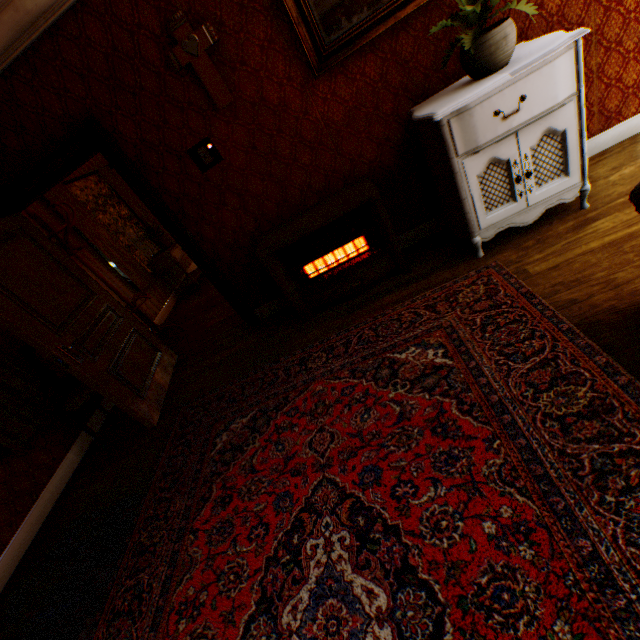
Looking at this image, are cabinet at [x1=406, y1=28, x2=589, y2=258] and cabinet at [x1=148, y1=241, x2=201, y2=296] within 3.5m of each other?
no

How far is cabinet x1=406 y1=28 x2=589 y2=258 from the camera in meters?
2.0

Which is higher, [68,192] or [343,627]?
[68,192]

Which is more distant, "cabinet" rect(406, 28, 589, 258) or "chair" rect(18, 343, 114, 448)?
"chair" rect(18, 343, 114, 448)

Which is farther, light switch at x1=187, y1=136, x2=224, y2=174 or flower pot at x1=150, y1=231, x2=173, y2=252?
flower pot at x1=150, y1=231, x2=173, y2=252

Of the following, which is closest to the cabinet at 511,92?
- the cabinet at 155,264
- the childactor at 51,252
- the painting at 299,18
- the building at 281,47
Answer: the building at 281,47

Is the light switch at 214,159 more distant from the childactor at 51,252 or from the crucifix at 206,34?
the childactor at 51,252

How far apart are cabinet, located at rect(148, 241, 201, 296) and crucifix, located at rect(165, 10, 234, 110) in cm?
368
